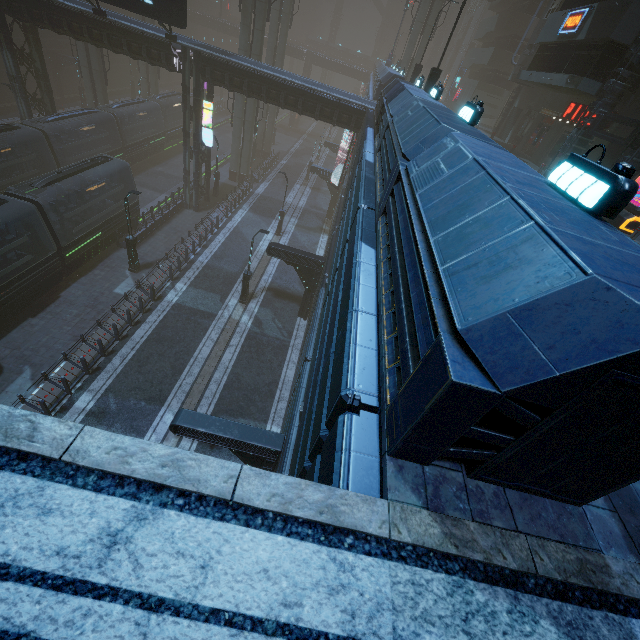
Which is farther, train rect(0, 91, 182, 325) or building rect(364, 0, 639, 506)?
train rect(0, 91, 182, 325)

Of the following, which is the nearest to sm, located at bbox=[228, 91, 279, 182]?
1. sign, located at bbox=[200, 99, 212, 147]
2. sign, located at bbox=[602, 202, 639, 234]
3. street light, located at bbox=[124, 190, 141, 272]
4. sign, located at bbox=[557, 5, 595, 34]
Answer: sign, located at bbox=[200, 99, 212, 147]

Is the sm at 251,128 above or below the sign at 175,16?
below

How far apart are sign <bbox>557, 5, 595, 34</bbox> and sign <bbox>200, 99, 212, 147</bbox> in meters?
22.7 m

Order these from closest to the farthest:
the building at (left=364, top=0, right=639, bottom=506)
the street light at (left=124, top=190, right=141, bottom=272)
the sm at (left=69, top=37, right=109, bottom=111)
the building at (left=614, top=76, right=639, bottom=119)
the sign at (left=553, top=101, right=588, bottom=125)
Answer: the building at (left=364, top=0, right=639, bottom=506) < the building at (left=614, top=76, right=639, bottom=119) < the street light at (left=124, top=190, right=141, bottom=272) < the sign at (left=553, top=101, right=588, bottom=125) < the sm at (left=69, top=37, right=109, bottom=111)

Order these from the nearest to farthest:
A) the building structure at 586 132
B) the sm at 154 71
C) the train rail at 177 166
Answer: the building structure at 586 132 < the train rail at 177 166 < the sm at 154 71

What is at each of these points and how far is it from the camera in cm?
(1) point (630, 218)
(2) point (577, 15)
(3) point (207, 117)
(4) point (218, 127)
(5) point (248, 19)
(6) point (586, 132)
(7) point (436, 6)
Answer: (1) sign, 1258
(2) sign, 1766
(3) sign, 2464
(4) train rail, 5488
(5) sm, 2786
(6) building structure, 1616
(7) sm, 3341

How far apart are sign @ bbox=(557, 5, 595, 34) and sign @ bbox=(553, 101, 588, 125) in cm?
366
